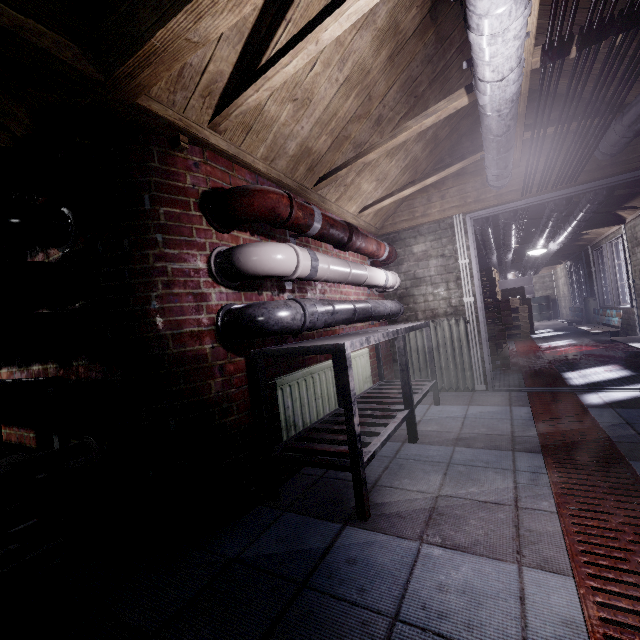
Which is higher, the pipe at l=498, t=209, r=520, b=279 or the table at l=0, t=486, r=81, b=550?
the pipe at l=498, t=209, r=520, b=279

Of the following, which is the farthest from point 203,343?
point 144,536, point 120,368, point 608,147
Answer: point 608,147

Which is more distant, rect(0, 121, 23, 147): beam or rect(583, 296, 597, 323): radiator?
rect(583, 296, 597, 323): radiator

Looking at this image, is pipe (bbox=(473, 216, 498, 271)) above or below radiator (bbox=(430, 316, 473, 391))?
above

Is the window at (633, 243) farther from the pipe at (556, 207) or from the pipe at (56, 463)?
the pipe at (56, 463)

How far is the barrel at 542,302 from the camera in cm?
1292

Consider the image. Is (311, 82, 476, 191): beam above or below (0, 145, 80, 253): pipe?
above

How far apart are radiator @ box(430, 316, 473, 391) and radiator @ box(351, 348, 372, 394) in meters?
0.7
